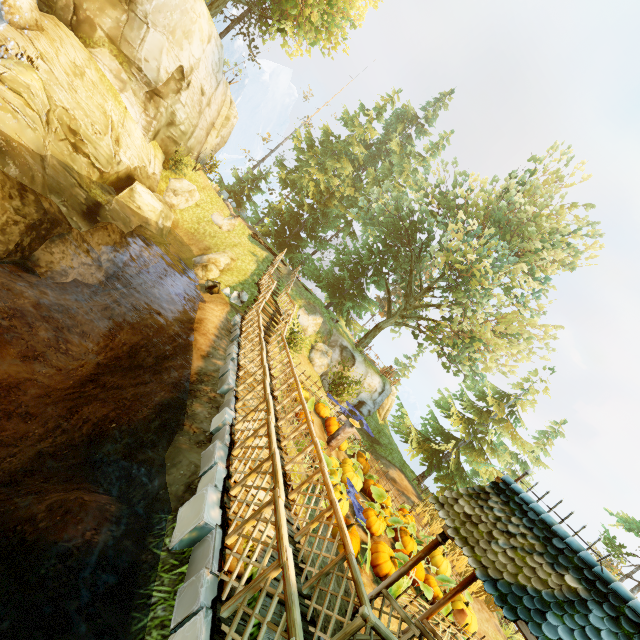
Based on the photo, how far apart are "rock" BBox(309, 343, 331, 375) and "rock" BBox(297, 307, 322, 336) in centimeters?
44cm

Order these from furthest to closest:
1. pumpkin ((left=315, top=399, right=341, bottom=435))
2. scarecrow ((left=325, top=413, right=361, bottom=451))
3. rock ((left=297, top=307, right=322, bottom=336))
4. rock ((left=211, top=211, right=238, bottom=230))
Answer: rock ((left=211, top=211, right=238, bottom=230)), rock ((left=297, top=307, right=322, bottom=336)), pumpkin ((left=315, top=399, right=341, bottom=435)), scarecrow ((left=325, top=413, right=361, bottom=451))

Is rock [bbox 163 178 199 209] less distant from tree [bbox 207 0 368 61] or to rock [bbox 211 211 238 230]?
rock [bbox 211 211 238 230]

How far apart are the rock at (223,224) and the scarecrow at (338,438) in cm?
1537

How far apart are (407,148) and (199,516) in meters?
35.1

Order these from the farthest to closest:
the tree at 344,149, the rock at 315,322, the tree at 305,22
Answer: the rock at 315,322 < the tree at 344,149 < the tree at 305,22

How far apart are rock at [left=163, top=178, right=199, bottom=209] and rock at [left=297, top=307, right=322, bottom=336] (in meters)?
9.92

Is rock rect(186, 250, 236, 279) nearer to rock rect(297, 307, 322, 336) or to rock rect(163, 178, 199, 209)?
rock rect(163, 178, 199, 209)
